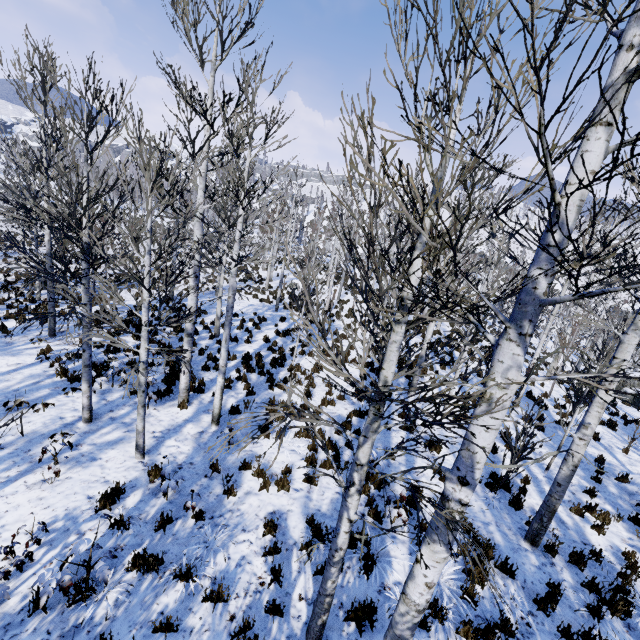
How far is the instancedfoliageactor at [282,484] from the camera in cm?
664

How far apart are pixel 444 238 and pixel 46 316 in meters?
7.6

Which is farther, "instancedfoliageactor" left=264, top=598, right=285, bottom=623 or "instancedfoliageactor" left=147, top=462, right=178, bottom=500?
"instancedfoliageactor" left=147, top=462, right=178, bottom=500

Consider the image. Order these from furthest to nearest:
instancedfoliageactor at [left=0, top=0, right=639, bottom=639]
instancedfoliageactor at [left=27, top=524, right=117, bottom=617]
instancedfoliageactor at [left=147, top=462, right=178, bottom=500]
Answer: instancedfoliageactor at [left=147, top=462, right=178, bottom=500] → instancedfoliageactor at [left=27, top=524, right=117, bottom=617] → instancedfoliageactor at [left=0, top=0, right=639, bottom=639]

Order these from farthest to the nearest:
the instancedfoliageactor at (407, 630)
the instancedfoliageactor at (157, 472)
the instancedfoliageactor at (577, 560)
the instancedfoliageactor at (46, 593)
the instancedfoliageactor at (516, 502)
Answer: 1. the instancedfoliageactor at (516, 502)
2. the instancedfoliageactor at (577, 560)
3. the instancedfoliageactor at (157, 472)
4. the instancedfoliageactor at (46, 593)
5. the instancedfoliageactor at (407, 630)

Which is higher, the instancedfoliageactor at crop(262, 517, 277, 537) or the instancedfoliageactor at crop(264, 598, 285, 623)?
the instancedfoliageactor at crop(264, 598, 285, 623)
